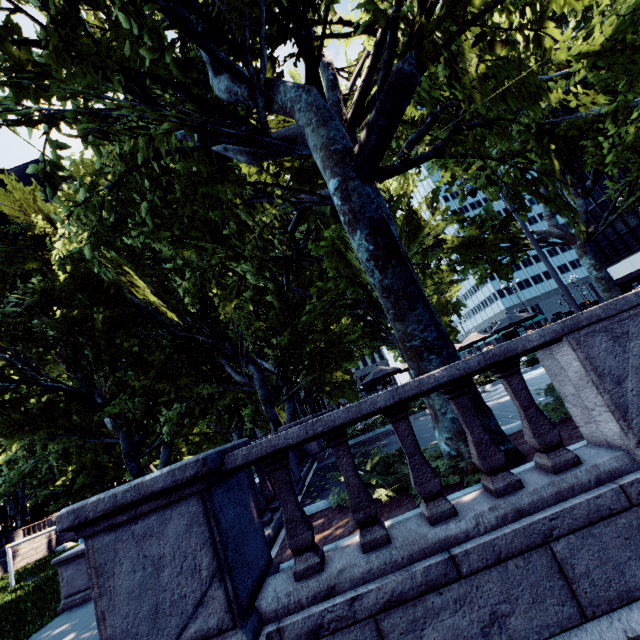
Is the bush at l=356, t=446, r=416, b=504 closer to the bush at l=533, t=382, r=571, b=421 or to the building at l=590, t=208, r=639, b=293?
the bush at l=533, t=382, r=571, b=421

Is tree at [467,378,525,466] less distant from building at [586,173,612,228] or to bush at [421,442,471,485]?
bush at [421,442,471,485]

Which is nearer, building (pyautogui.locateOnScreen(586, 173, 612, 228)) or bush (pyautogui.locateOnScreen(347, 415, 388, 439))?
bush (pyautogui.locateOnScreen(347, 415, 388, 439))

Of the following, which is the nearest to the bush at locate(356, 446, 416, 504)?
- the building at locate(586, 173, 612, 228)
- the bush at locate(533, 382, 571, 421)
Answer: the bush at locate(533, 382, 571, 421)

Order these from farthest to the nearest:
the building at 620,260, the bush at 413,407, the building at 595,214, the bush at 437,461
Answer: the building at 595,214, the building at 620,260, the bush at 413,407, the bush at 437,461

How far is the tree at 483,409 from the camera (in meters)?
4.43

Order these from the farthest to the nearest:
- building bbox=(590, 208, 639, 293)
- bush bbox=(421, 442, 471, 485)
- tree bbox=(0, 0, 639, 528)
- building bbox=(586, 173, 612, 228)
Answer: building bbox=(586, 173, 612, 228) < building bbox=(590, 208, 639, 293) < tree bbox=(0, 0, 639, 528) < bush bbox=(421, 442, 471, 485)

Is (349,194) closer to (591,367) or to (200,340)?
(591,367)
